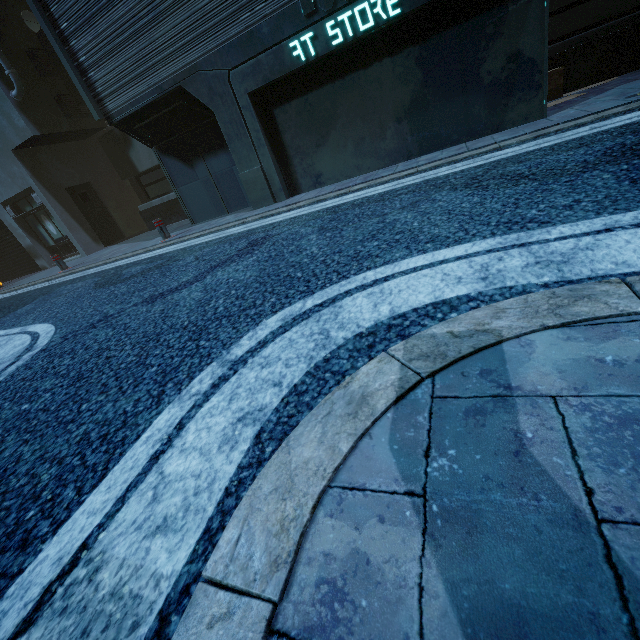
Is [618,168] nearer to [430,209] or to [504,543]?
[430,209]

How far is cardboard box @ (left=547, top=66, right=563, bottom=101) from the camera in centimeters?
677cm

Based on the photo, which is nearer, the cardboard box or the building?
the building

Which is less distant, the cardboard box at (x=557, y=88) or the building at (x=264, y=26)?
the building at (x=264, y=26)

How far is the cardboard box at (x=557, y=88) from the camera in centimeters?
677cm
